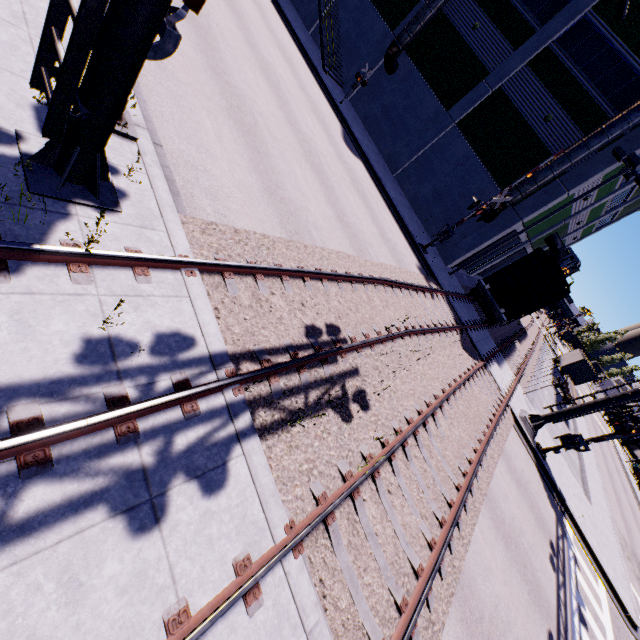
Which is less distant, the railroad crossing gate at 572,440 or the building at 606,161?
the railroad crossing gate at 572,440

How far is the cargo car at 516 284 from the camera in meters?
18.2

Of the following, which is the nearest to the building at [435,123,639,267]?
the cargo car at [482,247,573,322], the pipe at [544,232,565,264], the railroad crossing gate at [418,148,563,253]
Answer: the pipe at [544,232,565,264]

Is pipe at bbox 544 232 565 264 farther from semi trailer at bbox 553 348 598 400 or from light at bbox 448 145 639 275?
light at bbox 448 145 639 275

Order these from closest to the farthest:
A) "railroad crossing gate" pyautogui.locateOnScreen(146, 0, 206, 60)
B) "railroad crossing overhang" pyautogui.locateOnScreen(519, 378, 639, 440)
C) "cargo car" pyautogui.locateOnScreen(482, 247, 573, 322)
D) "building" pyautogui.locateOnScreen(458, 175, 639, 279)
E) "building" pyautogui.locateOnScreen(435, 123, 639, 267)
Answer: "railroad crossing gate" pyautogui.locateOnScreen(146, 0, 206, 60), "railroad crossing overhang" pyautogui.locateOnScreen(519, 378, 639, 440), "building" pyautogui.locateOnScreen(435, 123, 639, 267), "cargo car" pyautogui.locateOnScreen(482, 247, 573, 322), "building" pyautogui.locateOnScreen(458, 175, 639, 279)

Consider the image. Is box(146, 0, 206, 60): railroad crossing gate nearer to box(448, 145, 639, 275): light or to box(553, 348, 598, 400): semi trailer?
box(448, 145, 639, 275): light

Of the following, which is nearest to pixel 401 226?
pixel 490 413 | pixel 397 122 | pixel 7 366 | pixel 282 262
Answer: pixel 397 122

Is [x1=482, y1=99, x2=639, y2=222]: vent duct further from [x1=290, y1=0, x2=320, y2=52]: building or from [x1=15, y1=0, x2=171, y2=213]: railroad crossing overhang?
[x1=15, y1=0, x2=171, y2=213]: railroad crossing overhang
